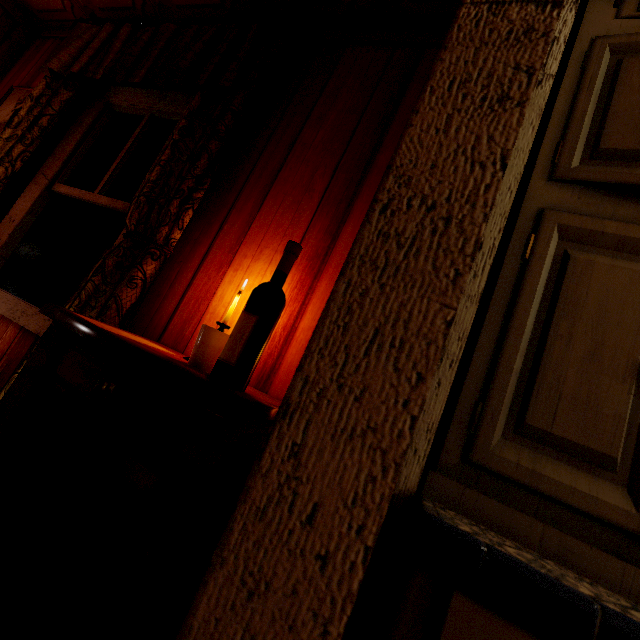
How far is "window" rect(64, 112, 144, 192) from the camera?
2.1m

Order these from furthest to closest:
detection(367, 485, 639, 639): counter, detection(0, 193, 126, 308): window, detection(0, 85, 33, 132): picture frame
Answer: detection(0, 85, 33, 132): picture frame
detection(0, 193, 126, 308): window
detection(367, 485, 639, 639): counter

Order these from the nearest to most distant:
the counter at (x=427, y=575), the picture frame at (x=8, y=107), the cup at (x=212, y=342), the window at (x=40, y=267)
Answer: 1. the counter at (x=427, y=575)
2. the cup at (x=212, y=342)
3. the window at (x=40, y=267)
4. the picture frame at (x=8, y=107)

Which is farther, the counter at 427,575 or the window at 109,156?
the window at 109,156

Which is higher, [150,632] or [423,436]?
[423,436]

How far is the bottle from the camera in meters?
0.9 m

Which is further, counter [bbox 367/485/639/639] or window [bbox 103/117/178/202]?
window [bbox 103/117/178/202]

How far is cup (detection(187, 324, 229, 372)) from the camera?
1.01m
